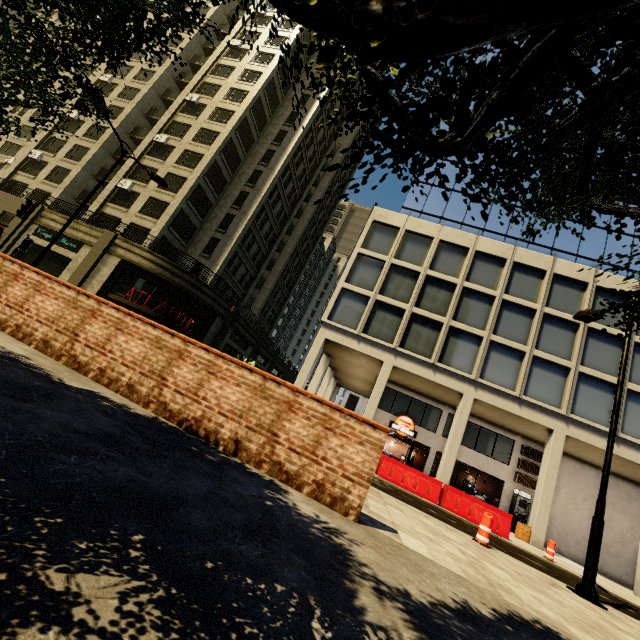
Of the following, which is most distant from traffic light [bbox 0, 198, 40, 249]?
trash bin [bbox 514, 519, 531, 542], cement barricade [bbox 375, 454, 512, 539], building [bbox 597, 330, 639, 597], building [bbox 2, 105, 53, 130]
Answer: trash bin [bbox 514, 519, 531, 542]

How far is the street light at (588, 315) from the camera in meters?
10.3

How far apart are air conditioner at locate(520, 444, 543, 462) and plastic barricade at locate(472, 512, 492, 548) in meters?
16.9 m

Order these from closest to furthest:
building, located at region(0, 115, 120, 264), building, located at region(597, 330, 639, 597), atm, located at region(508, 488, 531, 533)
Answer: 1. building, located at region(597, 330, 639, 597)
2. atm, located at region(508, 488, 531, 533)
3. building, located at region(0, 115, 120, 264)

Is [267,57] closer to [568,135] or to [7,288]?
[7,288]

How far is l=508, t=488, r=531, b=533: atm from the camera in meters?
19.6 m

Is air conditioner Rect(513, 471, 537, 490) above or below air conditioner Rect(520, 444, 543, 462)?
below

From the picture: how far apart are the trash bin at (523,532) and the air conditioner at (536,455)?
5.5 meters
